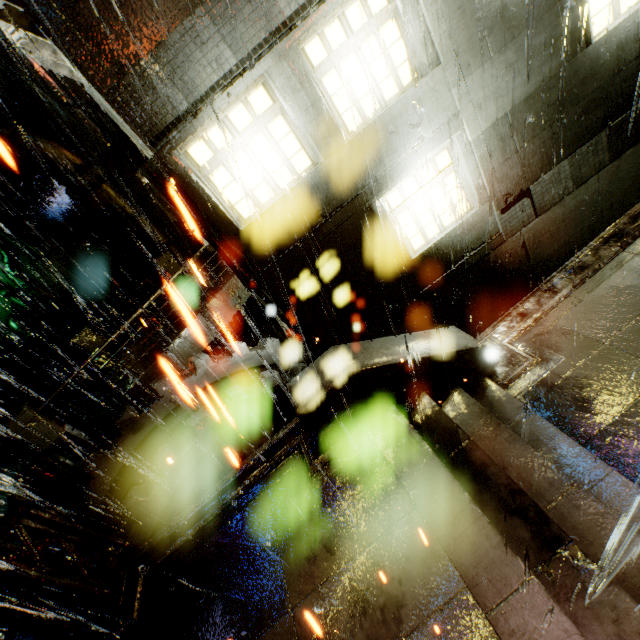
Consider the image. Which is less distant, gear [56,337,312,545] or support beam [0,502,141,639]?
support beam [0,502,141,639]

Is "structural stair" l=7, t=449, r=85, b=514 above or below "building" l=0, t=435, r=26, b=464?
above

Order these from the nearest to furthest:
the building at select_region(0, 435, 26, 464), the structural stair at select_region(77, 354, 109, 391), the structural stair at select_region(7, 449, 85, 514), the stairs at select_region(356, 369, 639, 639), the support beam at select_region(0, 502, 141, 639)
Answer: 1. the stairs at select_region(356, 369, 639, 639)
2. the support beam at select_region(0, 502, 141, 639)
3. the structural stair at select_region(7, 449, 85, 514)
4. the structural stair at select_region(77, 354, 109, 391)
5. the building at select_region(0, 435, 26, 464)

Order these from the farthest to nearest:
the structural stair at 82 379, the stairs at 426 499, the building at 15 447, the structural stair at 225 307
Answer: the building at 15 447, the structural stair at 82 379, the structural stair at 225 307, the stairs at 426 499

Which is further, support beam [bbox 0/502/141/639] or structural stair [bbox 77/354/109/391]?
structural stair [bbox 77/354/109/391]

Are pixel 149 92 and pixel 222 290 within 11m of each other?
yes

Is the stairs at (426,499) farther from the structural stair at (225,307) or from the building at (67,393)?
the structural stair at (225,307)
